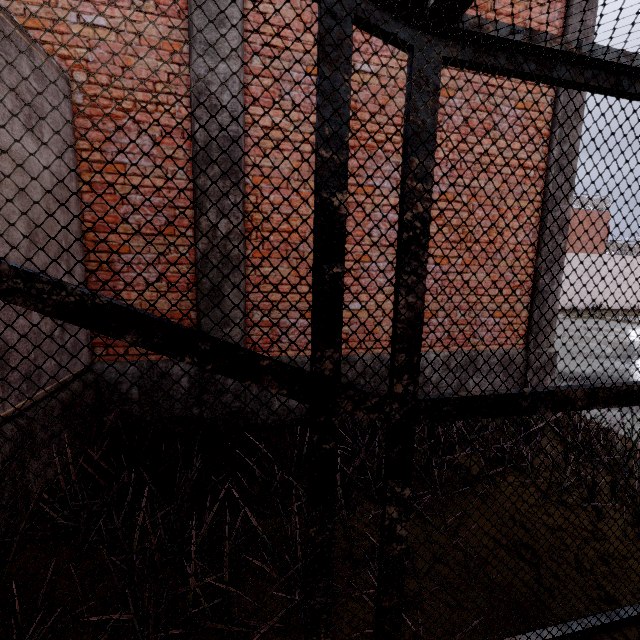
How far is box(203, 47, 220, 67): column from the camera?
3.6 meters

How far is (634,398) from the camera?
1.7m

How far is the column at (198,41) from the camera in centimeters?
351cm

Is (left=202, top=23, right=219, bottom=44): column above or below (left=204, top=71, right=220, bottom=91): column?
above
